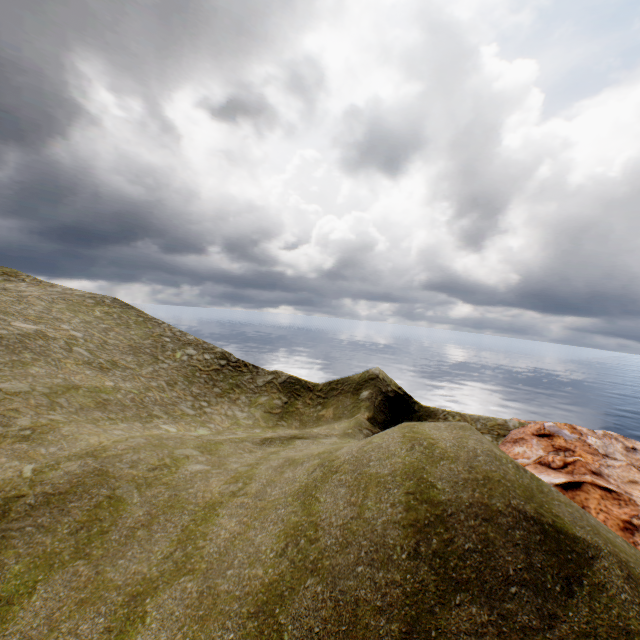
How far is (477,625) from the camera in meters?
6.0 m
